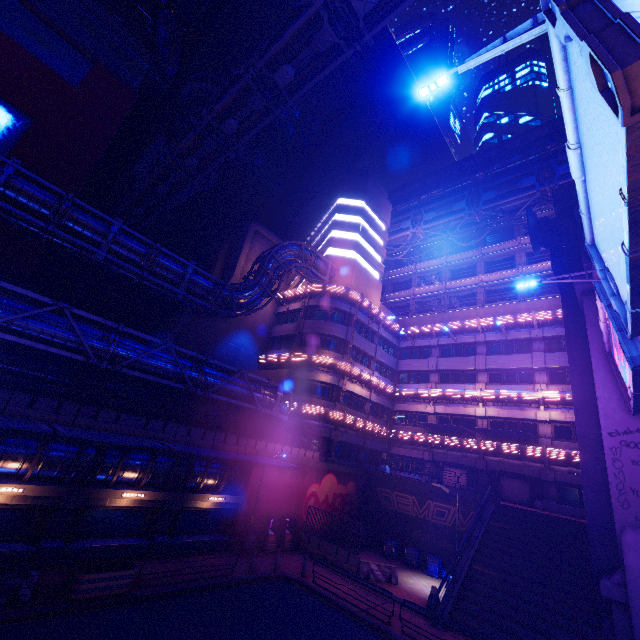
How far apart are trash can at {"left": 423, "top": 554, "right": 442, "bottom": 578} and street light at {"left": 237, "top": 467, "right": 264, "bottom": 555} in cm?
1239

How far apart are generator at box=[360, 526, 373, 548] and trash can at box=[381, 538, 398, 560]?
1.4 meters

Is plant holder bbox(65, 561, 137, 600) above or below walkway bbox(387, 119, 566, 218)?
below

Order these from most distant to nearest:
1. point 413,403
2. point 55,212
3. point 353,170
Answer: point 353,170
point 413,403
point 55,212

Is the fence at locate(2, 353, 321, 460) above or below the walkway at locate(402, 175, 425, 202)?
below

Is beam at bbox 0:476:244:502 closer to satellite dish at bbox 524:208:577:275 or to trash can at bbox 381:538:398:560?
trash can at bbox 381:538:398:560

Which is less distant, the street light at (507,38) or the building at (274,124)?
the street light at (507,38)

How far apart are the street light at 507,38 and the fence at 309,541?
23.21m
